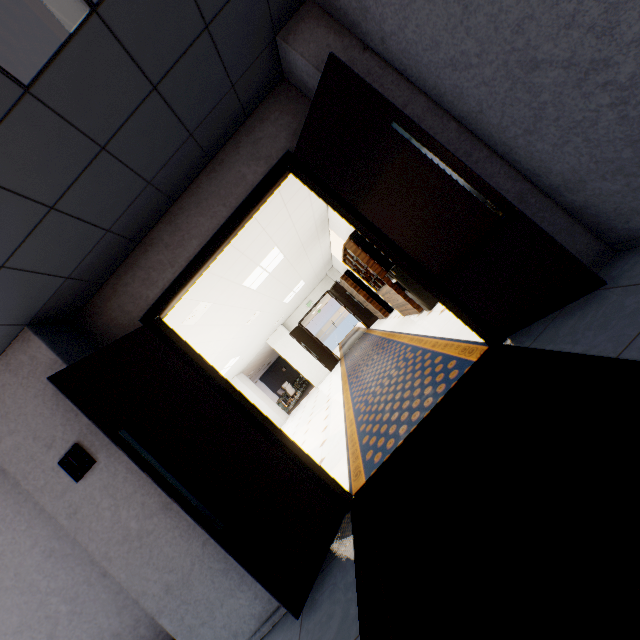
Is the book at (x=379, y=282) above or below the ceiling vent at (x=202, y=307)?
below

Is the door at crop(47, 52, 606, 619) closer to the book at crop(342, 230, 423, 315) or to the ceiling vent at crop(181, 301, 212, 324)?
the ceiling vent at crop(181, 301, 212, 324)

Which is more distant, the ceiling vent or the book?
the book

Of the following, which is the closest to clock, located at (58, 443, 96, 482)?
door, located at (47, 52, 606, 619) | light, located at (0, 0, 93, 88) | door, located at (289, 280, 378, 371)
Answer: door, located at (47, 52, 606, 619)

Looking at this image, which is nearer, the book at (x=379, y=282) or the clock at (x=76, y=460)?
the clock at (x=76, y=460)

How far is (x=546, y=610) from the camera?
1.1 meters

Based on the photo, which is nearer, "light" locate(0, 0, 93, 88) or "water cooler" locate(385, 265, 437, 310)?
"light" locate(0, 0, 93, 88)

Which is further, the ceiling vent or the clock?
the ceiling vent
